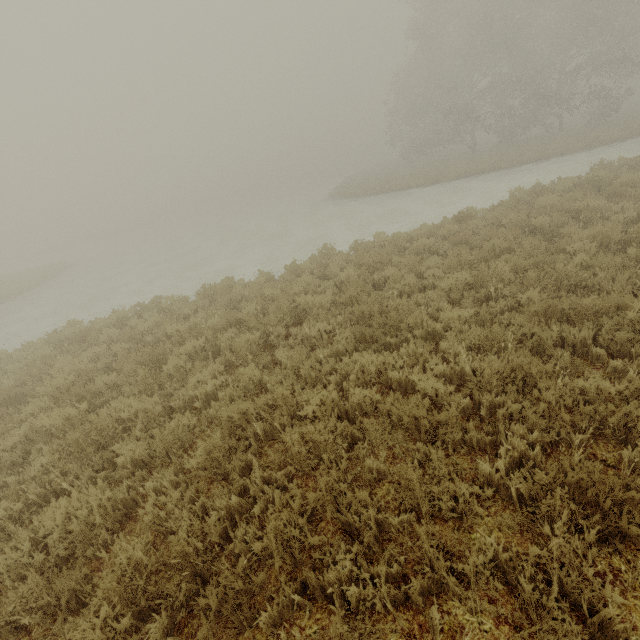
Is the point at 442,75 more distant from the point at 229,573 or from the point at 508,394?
the point at 229,573
